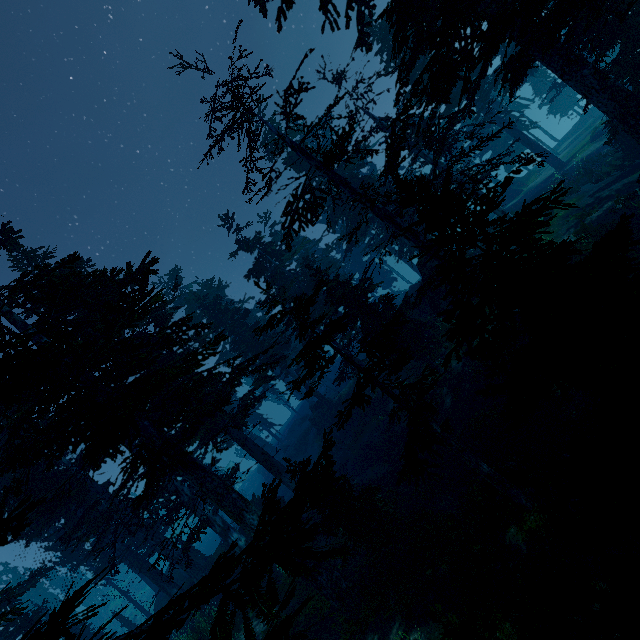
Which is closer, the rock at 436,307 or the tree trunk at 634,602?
the tree trunk at 634,602

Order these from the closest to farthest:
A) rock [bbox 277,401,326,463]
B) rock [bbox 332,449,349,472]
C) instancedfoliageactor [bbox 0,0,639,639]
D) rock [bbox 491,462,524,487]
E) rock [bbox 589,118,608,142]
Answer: instancedfoliageactor [bbox 0,0,639,639] → rock [bbox 491,462,524,487] → rock [bbox 332,449,349,472] → rock [bbox 589,118,608,142] → rock [bbox 277,401,326,463]

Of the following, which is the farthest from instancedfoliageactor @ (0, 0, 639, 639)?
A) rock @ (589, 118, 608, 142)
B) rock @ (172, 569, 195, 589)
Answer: rock @ (589, 118, 608, 142)

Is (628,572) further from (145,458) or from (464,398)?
(145,458)

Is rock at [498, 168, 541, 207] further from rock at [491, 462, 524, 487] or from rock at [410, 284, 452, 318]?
rock at [491, 462, 524, 487]

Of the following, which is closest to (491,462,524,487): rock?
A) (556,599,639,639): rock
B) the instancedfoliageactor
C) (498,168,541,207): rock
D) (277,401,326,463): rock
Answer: the instancedfoliageactor

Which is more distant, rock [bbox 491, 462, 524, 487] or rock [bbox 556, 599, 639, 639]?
rock [bbox 491, 462, 524, 487]

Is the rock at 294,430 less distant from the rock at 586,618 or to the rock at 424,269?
the rock at 424,269
